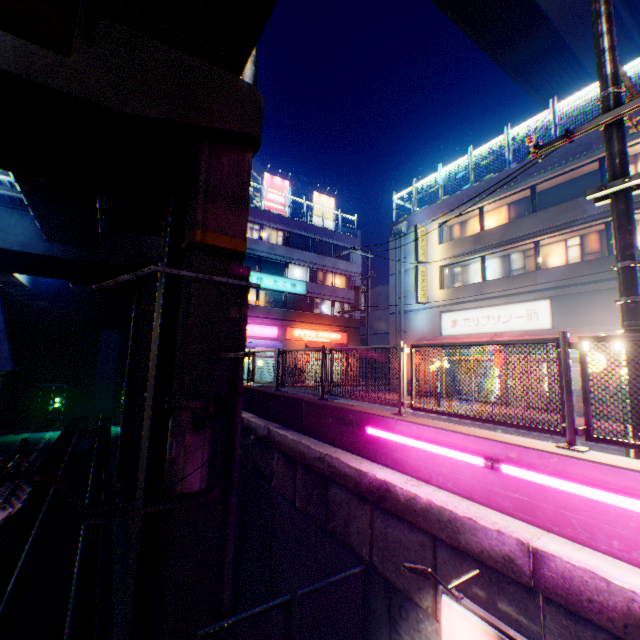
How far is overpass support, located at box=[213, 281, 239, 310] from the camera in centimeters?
832cm

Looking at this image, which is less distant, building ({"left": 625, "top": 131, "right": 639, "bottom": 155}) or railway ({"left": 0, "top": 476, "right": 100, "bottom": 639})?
railway ({"left": 0, "top": 476, "right": 100, "bottom": 639})

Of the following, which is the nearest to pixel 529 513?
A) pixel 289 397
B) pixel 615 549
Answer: pixel 615 549

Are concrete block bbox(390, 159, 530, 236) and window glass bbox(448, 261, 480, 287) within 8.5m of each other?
yes

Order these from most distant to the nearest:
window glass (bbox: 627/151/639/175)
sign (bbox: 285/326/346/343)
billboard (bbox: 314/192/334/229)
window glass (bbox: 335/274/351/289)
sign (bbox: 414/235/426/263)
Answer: billboard (bbox: 314/192/334/229) < window glass (bbox: 335/274/351/289) < sign (bbox: 285/326/346/343) < sign (bbox: 414/235/426/263) < window glass (bbox: 627/151/639/175)

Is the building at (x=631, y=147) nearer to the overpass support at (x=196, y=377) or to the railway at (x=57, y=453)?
the overpass support at (x=196, y=377)

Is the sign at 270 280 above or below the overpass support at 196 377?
above

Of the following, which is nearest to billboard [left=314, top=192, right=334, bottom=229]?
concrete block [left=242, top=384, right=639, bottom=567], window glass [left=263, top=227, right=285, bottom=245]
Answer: window glass [left=263, top=227, right=285, bottom=245]
